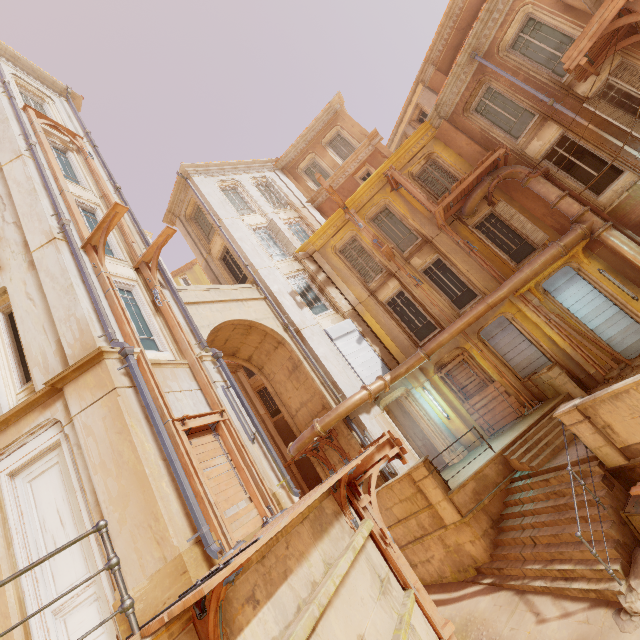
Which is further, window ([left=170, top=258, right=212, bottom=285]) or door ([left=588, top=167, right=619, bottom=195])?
window ([left=170, top=258, right=212, bottom=285])

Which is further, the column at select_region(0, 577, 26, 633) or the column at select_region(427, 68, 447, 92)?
the column at select_region(427, 68, 447, 92)

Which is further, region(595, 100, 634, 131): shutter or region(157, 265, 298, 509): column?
region(595, 100, 634, 131): shutter

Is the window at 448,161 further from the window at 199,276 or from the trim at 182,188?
the window at 199,276

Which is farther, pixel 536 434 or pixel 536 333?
pixel 536 333

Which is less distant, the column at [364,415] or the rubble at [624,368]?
the rubble at [624,368]

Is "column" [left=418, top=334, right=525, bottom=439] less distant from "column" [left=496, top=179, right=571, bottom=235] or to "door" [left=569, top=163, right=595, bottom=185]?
"column" [left=496, top=179, right=571, bottom=235]

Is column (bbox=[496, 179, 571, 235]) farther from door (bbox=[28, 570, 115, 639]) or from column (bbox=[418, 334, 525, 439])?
door (bbox=[28, 570, 115, 639])
